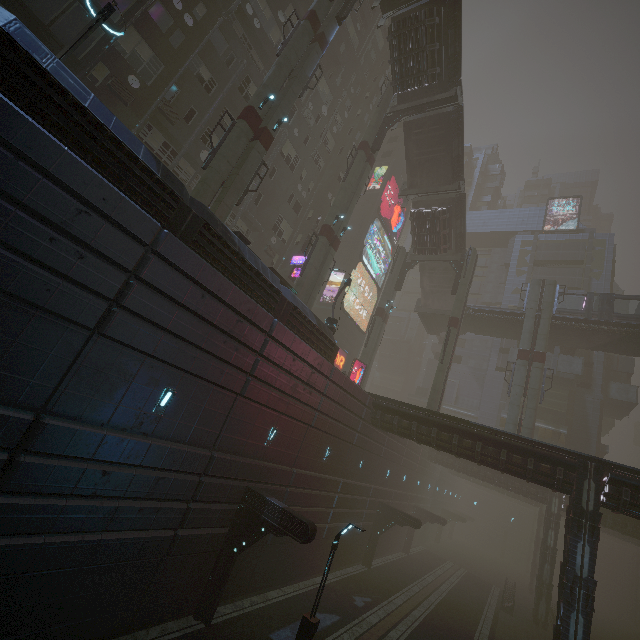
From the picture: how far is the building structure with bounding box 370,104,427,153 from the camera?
27.3 meters

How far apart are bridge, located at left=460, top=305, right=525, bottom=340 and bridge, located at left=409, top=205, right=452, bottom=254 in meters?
7.6

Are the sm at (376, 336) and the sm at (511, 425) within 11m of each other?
no

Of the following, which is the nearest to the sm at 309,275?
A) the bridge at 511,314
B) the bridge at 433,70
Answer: the bridge at 433,70

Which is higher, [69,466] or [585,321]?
[585,321]

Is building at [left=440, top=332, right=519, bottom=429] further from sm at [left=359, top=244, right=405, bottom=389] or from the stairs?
the stairs

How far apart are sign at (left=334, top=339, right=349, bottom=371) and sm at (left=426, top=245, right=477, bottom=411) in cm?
1240

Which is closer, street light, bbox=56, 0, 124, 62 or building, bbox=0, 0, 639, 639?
building, bbox=0, 0, 639, 639
